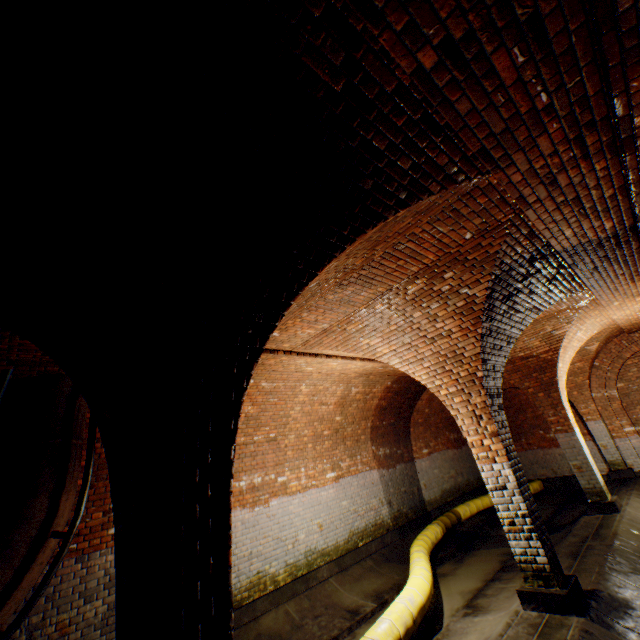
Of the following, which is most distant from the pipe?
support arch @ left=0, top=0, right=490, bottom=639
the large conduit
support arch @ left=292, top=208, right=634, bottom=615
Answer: support arch @ left=292, top=208, right=634, bottom=615

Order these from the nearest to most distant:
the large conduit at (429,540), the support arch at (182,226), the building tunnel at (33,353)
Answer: the support arch at (182,226) < the building tunnel at (33,353) < the large conduit at (429,540)

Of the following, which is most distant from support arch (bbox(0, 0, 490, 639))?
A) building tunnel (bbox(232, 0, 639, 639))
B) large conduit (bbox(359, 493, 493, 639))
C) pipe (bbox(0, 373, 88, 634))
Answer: pipe (bbox(0, 373, 88, 634))

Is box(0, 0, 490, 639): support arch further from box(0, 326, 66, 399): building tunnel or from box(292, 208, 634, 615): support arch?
box(292, 208, 634, 615): support arch

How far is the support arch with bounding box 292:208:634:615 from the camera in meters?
4.3 m

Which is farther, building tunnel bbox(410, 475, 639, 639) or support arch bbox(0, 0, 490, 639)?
building tunnel bbox(410, 475, 639, 639)

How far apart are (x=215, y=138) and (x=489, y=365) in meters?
5.2

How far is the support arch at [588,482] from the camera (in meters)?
4.27
